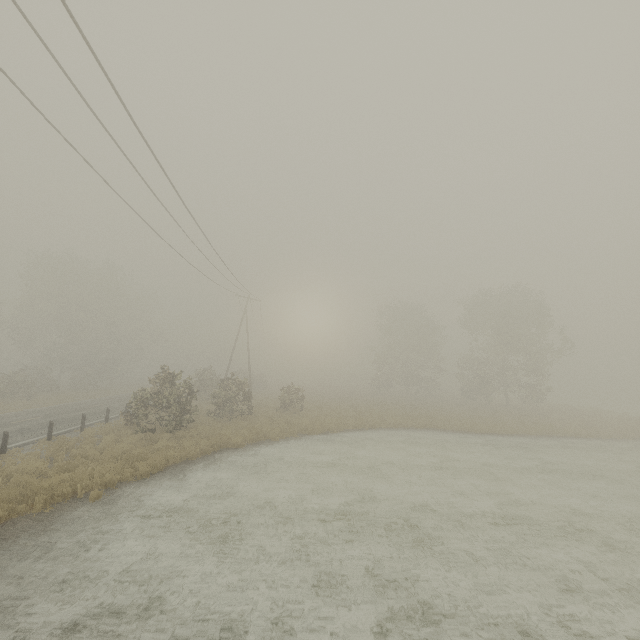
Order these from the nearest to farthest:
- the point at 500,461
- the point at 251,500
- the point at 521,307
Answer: the point at 251,500 < the point at 500,461 < the point at 521,307
